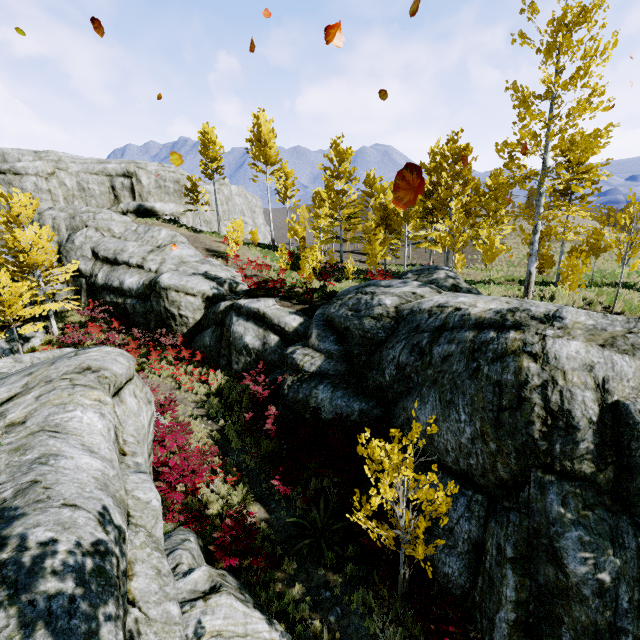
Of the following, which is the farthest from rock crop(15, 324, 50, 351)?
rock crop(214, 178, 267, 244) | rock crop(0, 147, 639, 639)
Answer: rock crop(214, 178, 267, 244)

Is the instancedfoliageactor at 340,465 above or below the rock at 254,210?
below

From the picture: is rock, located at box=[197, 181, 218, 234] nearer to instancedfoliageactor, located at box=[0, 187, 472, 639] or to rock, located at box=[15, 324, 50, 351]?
instancedfoliageactor, located at box=[0, 187, 472, 639]

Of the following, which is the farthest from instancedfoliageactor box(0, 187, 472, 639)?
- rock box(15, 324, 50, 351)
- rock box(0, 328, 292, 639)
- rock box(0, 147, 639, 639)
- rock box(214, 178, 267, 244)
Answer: rock box(15, 324, 50, 351)

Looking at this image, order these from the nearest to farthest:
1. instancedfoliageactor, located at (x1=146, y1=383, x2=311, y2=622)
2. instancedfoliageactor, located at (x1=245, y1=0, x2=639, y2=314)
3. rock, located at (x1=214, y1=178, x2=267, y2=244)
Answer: instancedfoliageactor, located at (x1=146, y1=383, x2=311, y2=622), instancedfoliageactor, located at (x1=245, y1=0, x2=639, y2=314), rock, located at (x1=214, y1=178, x2=267, y2=244)

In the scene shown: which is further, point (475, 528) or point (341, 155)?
point (341, 155)

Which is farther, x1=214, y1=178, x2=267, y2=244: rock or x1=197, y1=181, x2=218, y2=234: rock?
x1=214, y1=178, x2=267, y2=244: rock

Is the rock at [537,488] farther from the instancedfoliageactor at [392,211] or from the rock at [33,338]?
the rock at [33,338]
